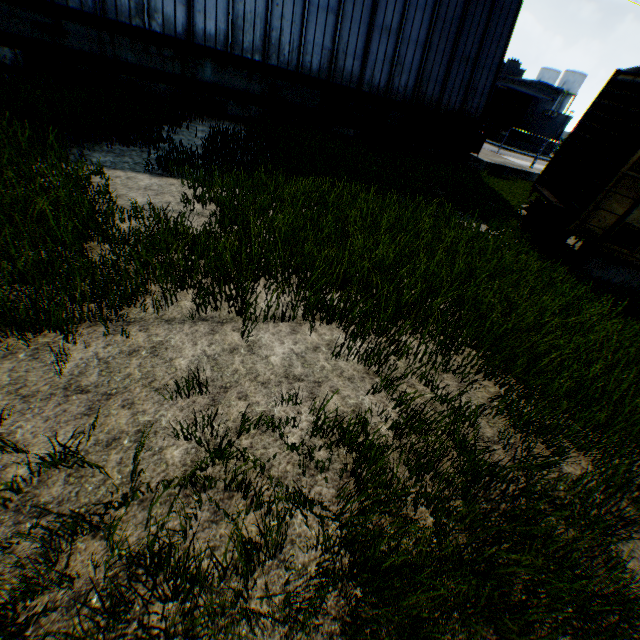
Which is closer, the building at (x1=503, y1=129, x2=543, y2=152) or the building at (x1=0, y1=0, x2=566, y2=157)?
the building at (x1=0, y1=0, x2=566, y2=157)

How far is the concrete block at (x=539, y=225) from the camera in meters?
Result: 9.8

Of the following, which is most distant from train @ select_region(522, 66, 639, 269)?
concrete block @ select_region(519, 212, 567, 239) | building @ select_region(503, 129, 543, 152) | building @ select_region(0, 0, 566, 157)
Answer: building @ select_region(503, 129, 543, 152)

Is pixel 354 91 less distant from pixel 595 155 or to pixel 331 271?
pixel 595 155

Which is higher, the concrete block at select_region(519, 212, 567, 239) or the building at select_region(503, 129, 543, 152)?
the building at select_region(503, 129, 543, 152)

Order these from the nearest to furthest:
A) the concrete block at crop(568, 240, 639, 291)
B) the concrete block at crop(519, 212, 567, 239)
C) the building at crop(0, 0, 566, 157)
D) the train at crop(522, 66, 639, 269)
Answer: the train at crop(522, 66, 639, 269) → the concrete block at crop(568, 240, 639, 291) → the concrete block at crop(519, 212, 567, 239) → the building at crop(0, 0, 566, 157)

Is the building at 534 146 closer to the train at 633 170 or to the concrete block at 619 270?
the train at 633 170

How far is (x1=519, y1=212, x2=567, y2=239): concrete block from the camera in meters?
9.8 m
